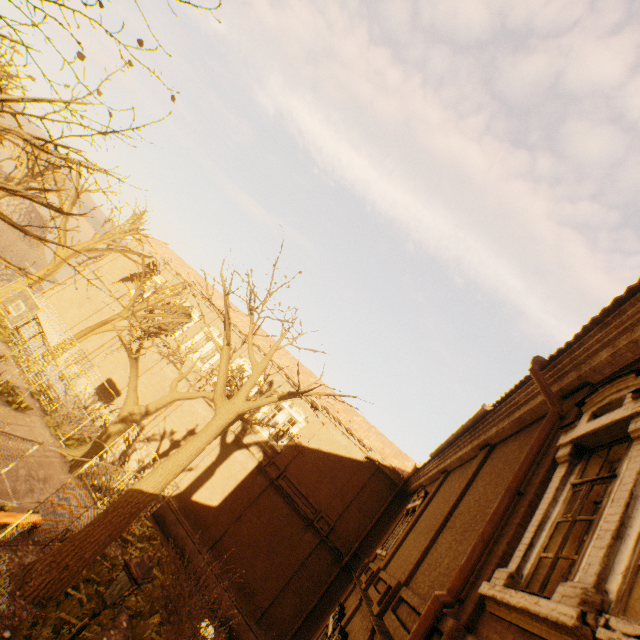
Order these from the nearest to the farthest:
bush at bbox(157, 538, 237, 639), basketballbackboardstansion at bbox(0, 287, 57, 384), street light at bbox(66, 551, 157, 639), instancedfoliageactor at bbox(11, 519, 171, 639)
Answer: street light at bbox(66, 551, 157, 639) < instancedfoliageactor at bbox(11, 519, 171, 639) < bush at bbox(157, 538, 237, 639) < basketballbackboardstansion at bbox(0, 287, 57, 384)

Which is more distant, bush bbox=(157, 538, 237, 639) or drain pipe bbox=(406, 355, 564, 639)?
bush bbox=(157, 538, 237, 639)

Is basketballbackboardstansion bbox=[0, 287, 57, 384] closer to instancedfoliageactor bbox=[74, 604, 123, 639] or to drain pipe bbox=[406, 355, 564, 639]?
instancedfoliageactor bbox=[74, 604, 123, 639]

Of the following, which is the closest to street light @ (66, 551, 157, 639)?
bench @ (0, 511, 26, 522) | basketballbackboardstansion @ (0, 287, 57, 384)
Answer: bench @ (0, 511, 26, 522)

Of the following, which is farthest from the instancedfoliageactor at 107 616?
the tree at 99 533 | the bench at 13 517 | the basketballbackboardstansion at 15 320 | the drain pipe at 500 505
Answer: the basketballbackboardstansion at 15 320

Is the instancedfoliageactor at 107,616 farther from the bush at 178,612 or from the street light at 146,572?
the street light at 146,572

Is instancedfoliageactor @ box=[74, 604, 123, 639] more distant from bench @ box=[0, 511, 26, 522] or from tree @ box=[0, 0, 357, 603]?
bench @ box=[0, 511, 26, 522]

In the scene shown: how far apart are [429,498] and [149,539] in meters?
13.3 m
